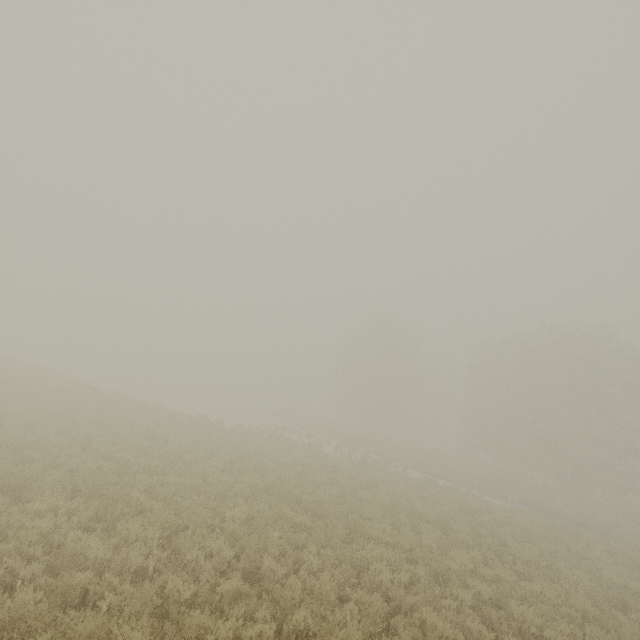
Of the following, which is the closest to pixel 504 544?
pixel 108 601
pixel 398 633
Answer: pixel 398 633
